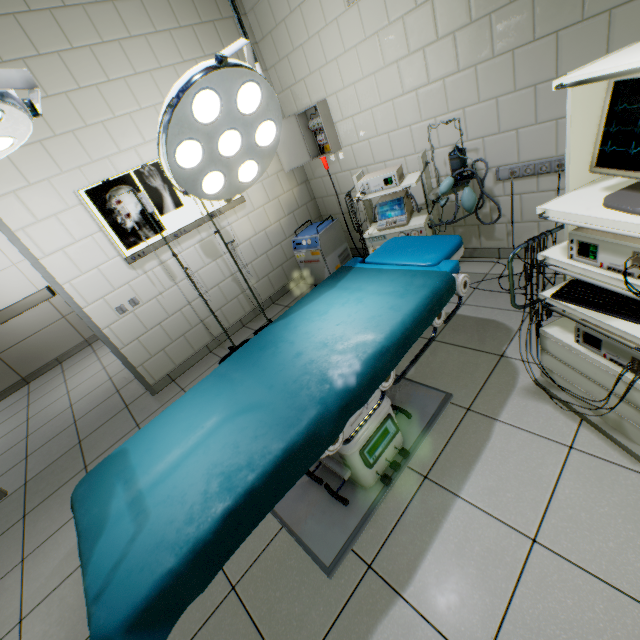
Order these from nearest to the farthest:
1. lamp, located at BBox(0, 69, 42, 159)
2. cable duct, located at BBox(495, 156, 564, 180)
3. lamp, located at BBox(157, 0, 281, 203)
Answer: lamp, located at BBox(0, 69, 42, 159) → lamp, located at BBox(157, 0, 281, 203) → cable duct, located at BBox(495, 156, 564, 180)

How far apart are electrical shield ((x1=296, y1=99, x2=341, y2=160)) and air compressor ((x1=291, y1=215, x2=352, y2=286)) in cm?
68

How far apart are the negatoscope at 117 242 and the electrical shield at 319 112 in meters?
1.0

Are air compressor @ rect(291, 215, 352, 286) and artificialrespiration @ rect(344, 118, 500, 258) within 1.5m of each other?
yes

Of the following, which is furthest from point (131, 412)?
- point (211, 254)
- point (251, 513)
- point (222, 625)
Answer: point (251, 513)

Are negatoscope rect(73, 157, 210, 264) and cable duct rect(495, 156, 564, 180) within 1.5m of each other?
no

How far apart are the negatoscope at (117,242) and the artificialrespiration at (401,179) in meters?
1.3 m

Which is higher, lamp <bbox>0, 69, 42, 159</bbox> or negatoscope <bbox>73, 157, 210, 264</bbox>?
lamp <bbox>0, 69, 42, 159</bbox>
